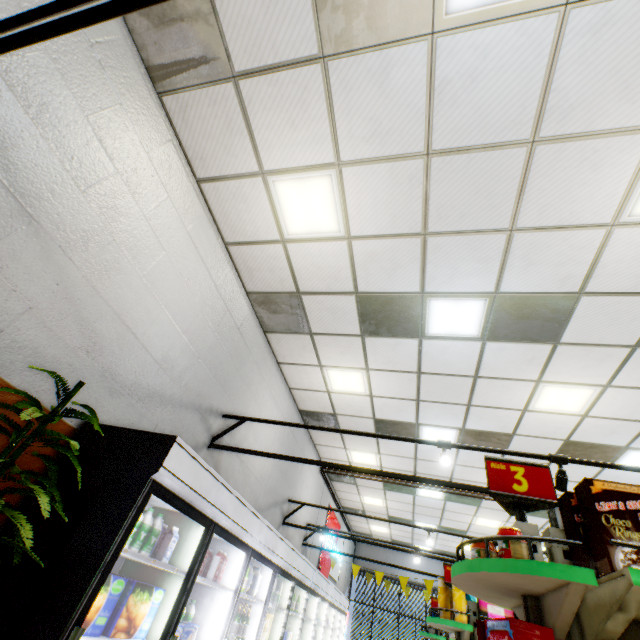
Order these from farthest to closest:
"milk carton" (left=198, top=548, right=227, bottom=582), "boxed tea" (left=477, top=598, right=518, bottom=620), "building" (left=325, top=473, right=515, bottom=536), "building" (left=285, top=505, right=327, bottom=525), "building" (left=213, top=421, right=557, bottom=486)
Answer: "building" (left=325, top=473, right=515, bottom=536), "building" (left=285, top=505, right=327, bottom=525), "building" (left=213, top=421, right=557, bottom=486), "boxed tea" (left=477, top=598, right=518, bottom=620), "milk carton" (left=198, top=548, right=227, bottom=582)

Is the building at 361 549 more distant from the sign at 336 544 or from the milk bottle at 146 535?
the milk bottle at 146 535

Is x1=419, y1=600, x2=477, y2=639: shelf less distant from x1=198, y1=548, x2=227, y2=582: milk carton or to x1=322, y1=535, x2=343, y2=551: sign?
x1=198, y1=548, x2=227, y2=582: milk carton

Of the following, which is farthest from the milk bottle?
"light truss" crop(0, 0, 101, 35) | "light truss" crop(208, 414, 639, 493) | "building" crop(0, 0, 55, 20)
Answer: "light truss" crop(0, 0, 101, 35)

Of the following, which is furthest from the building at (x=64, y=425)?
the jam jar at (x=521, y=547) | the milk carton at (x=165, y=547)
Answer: the jam jar at (x=521, y=547)

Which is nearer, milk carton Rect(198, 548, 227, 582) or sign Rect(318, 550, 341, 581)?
milk carton Rect(198, 548, 227, 582)

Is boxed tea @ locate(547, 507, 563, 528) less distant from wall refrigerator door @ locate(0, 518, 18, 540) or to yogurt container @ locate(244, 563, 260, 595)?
wall refrigerator door @ locate(0, 518, 18, 540)

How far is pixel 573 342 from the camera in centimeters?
432cm
